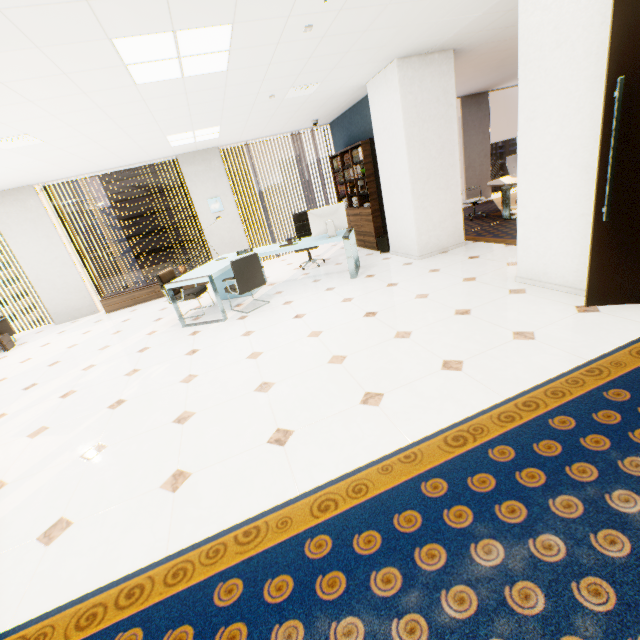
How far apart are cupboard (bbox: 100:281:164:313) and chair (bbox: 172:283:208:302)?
2.0 meters

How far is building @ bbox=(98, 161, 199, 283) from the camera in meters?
54.2

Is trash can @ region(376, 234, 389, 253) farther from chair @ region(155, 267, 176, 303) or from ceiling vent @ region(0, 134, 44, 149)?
ceiling vent @ region(0, 134, 44, 149)

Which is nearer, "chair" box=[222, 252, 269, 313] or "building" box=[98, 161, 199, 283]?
"chair" box=[222, 252, 269, 313]

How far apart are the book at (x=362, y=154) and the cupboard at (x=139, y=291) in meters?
3.8

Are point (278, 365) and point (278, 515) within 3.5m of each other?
yes

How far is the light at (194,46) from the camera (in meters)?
2.74

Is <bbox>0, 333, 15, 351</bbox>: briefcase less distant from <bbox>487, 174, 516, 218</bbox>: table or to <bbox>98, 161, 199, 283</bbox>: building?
<bbox>487, 174, 516, 218</bbox>: table
